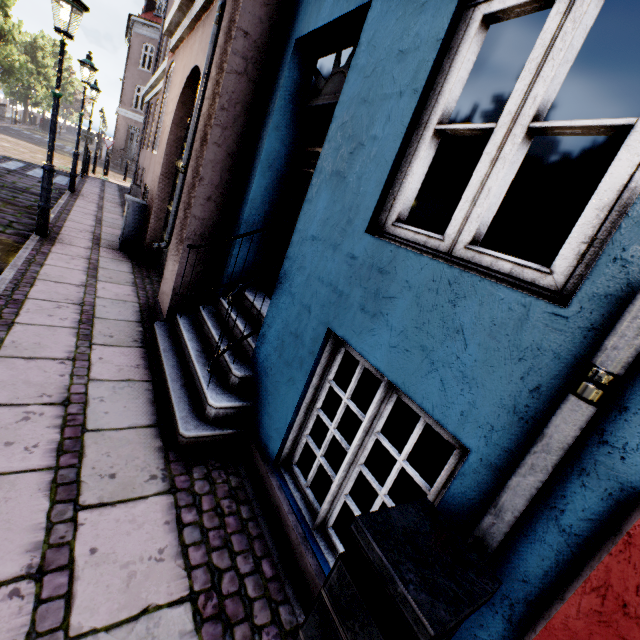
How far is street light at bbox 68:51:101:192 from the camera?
9.16m

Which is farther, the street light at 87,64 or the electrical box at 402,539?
the street light at 87,64

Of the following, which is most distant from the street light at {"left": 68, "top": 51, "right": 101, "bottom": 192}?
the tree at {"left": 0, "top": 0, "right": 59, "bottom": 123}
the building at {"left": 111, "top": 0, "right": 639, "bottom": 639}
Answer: the building at {"left": 111, "top": 0, "right": 639, "bottom": 639}

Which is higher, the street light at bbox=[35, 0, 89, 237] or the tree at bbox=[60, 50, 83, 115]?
the tree at bbox=[60, 50, 83, 115]

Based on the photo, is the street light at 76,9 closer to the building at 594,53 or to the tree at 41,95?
the tree at 41,95

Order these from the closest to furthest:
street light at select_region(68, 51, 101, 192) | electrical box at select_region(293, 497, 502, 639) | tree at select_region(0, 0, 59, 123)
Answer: electrical box at select_region(293, 497, 502, 639) → street light at select_region(68, 51, 101, 192) → tree at select_region(0, 0, 59, 123)

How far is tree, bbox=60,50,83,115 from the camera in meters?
43.3 m

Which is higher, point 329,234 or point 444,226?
point 444,226
